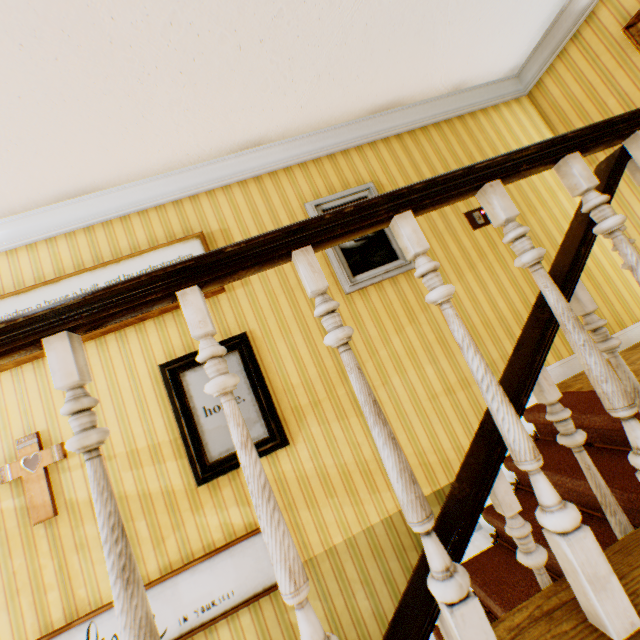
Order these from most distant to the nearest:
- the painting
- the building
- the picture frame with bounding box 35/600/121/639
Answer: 1. the painting
2. the picture frame with bounding box 35/600/121/639
3. the building

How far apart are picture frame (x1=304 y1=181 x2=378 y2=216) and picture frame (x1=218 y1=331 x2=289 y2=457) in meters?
1.0 m

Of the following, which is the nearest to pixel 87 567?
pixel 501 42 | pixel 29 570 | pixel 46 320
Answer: pixel 29 570

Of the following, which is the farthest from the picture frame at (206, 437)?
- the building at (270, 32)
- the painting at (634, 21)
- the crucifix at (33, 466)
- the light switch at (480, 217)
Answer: the painting at (634, 21)

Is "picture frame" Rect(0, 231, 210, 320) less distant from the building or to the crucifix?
the building

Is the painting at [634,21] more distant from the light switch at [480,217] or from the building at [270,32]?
the light switch at [480,217]

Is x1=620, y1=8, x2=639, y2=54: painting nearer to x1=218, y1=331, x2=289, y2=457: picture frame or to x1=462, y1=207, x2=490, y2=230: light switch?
x1=462, y1=207, x2=490, y2=230: light switch

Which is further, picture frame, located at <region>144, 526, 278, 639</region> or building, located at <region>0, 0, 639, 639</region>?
picture frame, located at <region>144, 526, 278, 639</region>
